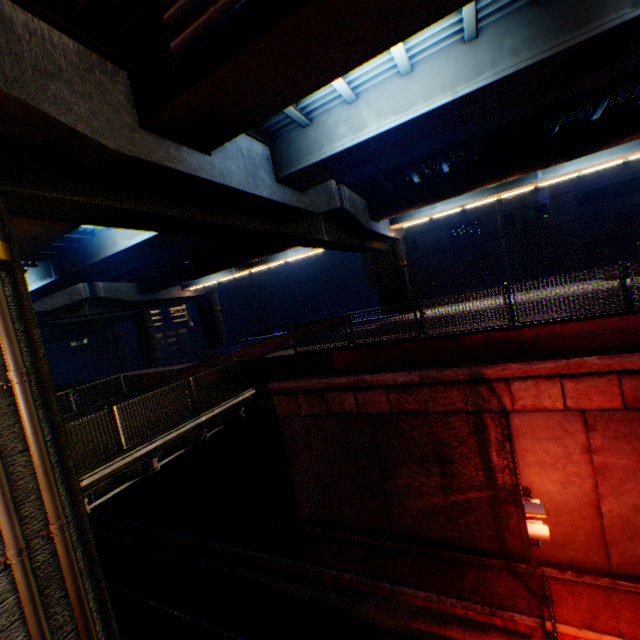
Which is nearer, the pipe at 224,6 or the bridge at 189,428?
the pipe at 224,6

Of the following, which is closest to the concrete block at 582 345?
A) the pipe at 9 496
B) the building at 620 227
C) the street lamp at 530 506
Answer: the street lamp at 530 506

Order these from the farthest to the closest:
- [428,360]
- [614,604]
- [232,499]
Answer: [232,499], [428,360], [614,604]

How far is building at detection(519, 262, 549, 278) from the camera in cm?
3654

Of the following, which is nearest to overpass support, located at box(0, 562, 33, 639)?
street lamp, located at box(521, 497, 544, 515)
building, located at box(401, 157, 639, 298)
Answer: street lamp, located at box(521, 497, 544, 515)

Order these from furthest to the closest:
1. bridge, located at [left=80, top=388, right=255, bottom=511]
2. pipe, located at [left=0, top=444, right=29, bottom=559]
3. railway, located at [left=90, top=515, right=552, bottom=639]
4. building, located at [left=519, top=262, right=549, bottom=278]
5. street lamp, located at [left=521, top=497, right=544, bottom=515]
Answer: building, located at [left=519, top=262, right=549, bottom=278], railway, located at [left=90, top=515, right=552, bottom=639], bridge, located at [left=80, top=388, right=255, bottom=511], street lamp, located at [left=521, top=497, right=544, bottom=515], pipe, located at [left=0, top=444, right=29, bottom=559]

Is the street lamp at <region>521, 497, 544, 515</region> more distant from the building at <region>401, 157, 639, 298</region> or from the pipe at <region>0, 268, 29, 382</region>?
the building at <region>401, 157, 639, 298</region>

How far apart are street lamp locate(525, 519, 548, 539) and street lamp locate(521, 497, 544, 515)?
0.3m
